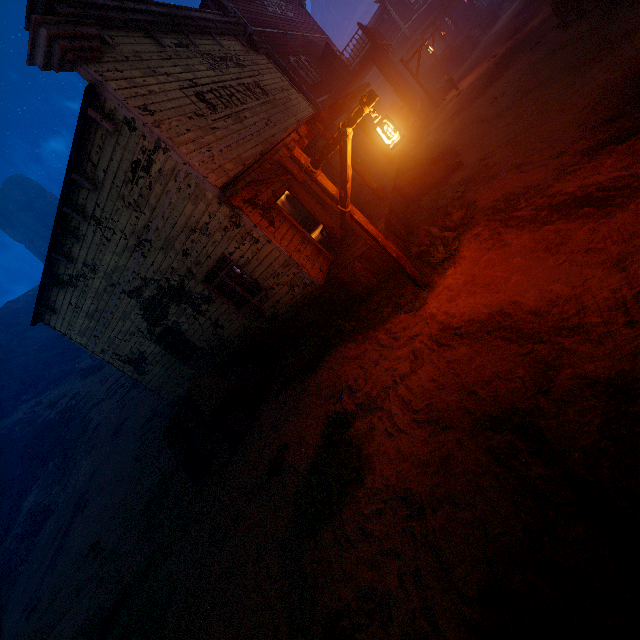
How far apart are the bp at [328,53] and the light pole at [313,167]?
18.5 meters

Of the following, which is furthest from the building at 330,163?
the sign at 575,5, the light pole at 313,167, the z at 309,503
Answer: the sign at 575,5

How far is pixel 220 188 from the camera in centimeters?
717cm

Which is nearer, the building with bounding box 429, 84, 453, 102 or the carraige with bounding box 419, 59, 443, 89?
the building with bounding box 429, 84, 453, 102

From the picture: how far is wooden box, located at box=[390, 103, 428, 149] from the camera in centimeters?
1581cm

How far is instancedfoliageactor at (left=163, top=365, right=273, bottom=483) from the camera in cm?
831

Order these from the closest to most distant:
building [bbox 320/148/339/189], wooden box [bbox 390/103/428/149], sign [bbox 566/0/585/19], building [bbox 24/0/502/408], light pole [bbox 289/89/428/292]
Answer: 1. light pole [bbox 289/89/428/292]
2. building [bbox 24/0/502/408]
3. sign [bbox 566/0/585/19]
4. building [bbox 320/148/339/189]
5. wooden box [bbox 390/103/428/149]

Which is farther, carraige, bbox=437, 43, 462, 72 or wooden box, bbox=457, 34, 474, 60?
wooden box, bbox=457, 34, 474, 60
